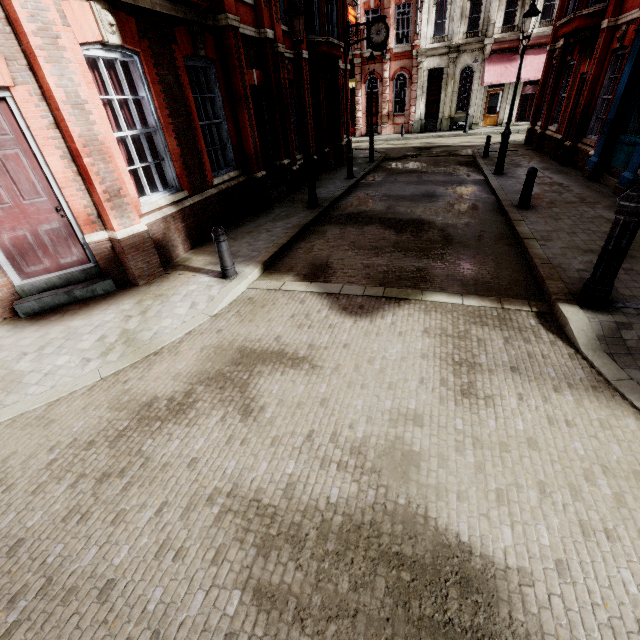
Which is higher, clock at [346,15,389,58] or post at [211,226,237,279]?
clock at [346,15,389,58]

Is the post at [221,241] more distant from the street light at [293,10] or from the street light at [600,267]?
the street light at [600,267]

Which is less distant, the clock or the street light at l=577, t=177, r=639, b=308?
the street light at l=577, t=177, r=639, b=308

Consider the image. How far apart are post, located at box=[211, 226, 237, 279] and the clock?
17.3 meters

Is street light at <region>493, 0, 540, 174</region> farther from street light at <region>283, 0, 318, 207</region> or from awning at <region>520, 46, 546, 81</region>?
awning at <region>520, 46, 546, 81</region>

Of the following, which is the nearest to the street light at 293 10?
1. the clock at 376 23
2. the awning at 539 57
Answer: the clock at 376 23

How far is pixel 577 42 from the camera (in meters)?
13.27

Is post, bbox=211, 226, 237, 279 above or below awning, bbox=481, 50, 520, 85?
below
